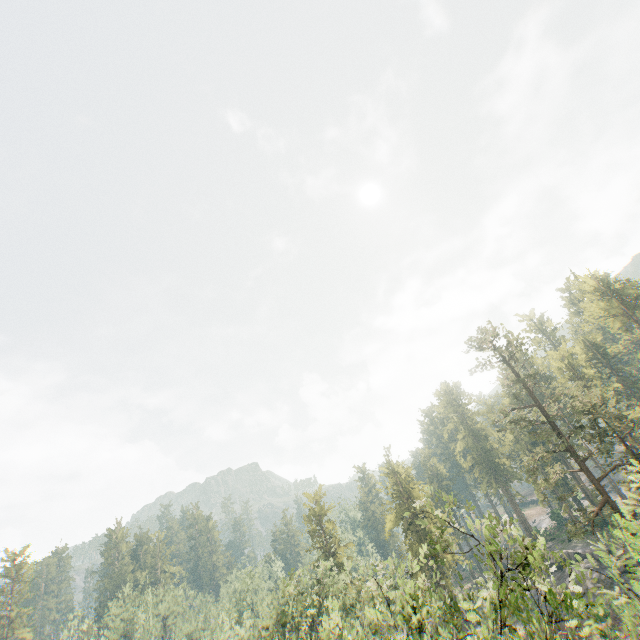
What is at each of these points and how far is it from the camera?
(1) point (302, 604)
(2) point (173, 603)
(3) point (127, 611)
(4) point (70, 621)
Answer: (1) foliage, 32.3 meters
(2) foliage, 58.6 meters
(3) foliage, 55.1 meters
(4) foliage, 49.1 meters

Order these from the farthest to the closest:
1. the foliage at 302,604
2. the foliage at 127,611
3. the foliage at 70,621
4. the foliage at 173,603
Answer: the foliage at 173,603, the foliage at 127,611, the foliage at 70,621, the foliage at 302,604

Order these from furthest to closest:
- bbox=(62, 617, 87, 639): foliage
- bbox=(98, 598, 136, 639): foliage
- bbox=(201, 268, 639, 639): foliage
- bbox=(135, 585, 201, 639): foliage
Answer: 1. bbox=(135, 585, 201, 639): foliage
2. bbox=(98, 598, 136, 639): foliage
3. bbox=(62, 617, 87, 639): foliage
4. bbox=(201, 268, 639, 639): foliage

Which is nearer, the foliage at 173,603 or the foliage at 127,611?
the foliage at 127,611

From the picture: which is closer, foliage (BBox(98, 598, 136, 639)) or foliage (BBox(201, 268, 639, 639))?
foliage (BBox(201, 268, 639, 639))
